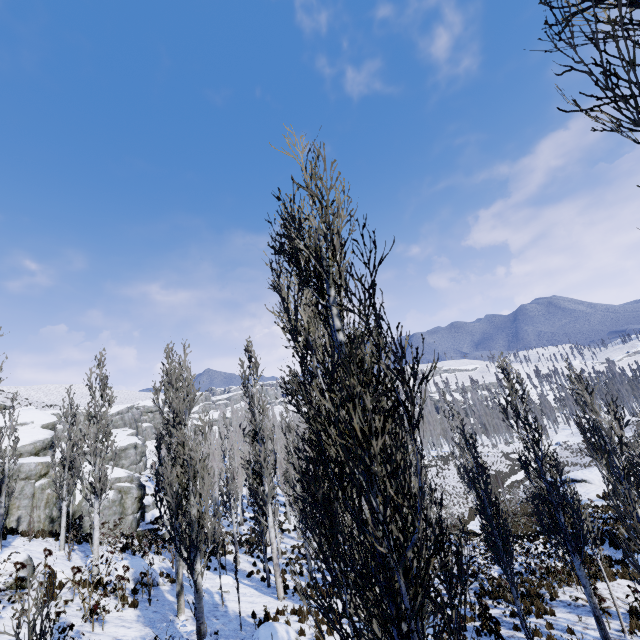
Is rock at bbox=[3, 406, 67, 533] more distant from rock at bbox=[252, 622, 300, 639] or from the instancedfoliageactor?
rock at bbox=[252, 622, 300, 639]

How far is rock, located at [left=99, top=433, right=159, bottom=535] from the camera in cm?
2520

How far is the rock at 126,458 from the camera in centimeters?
2520cm

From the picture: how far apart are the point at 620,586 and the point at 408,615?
20.0m

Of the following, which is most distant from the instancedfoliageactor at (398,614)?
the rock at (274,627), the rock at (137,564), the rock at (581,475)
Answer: the rock at (581,475)

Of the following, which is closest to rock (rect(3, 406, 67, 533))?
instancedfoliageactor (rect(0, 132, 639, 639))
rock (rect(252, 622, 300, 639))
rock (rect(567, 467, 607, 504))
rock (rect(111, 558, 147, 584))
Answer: instancedfoliageactor (rect(0, 132, 639, 639))

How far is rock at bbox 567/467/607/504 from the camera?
25.5m

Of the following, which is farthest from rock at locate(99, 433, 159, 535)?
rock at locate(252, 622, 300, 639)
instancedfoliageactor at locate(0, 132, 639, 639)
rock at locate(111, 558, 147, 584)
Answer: rock at locate(252, 622, 300, 639)
